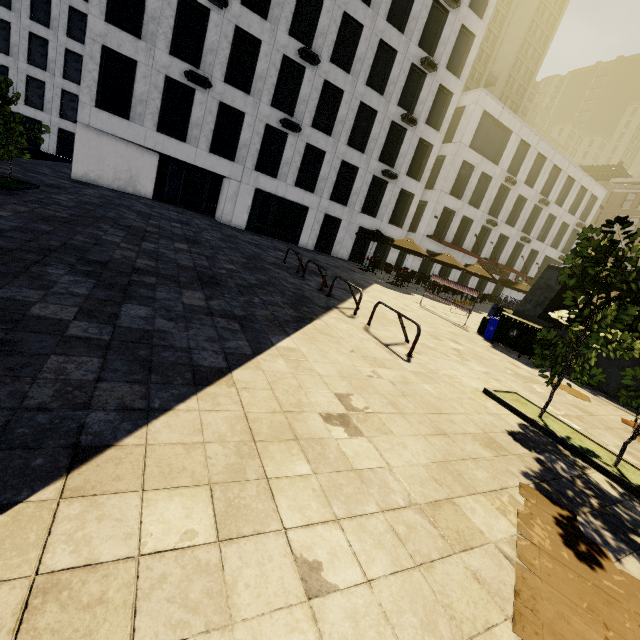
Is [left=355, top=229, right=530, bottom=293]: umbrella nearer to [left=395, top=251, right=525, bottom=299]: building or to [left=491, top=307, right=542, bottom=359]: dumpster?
[left=395, top=251, right=525, bottom=299]: building

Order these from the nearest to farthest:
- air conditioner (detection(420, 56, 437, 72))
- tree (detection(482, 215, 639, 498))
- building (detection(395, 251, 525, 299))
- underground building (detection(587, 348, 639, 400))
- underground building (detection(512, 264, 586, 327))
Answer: tree (detection(482, 215, 639, 498))
underground building (detection(587, 348, 639, 400))
underground building (detection(512, 264, 586, 327))
air conditioner (detection(420, 56, 437, 72))
building (detection(395, 251, 525, 299))

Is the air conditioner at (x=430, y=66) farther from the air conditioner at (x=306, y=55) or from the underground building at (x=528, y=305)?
the underground building at (x=528, y=305)

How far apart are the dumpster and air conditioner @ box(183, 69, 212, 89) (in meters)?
19.46

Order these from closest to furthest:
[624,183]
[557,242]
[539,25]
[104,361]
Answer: [104,361]
[557,242]
[624,183]
[539,25]

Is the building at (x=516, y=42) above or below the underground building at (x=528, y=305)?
above

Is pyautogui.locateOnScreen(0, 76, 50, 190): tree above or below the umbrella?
below

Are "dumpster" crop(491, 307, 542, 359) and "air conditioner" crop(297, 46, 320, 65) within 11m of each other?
no
